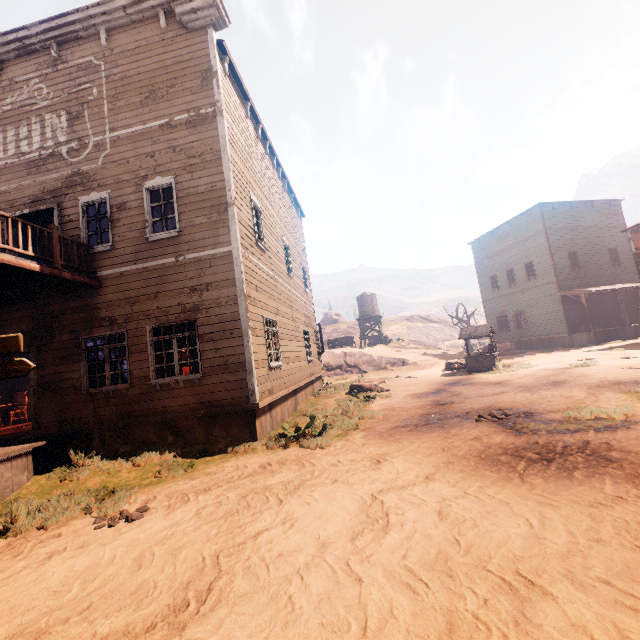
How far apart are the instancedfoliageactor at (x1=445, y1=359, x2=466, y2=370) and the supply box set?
21.0 meters

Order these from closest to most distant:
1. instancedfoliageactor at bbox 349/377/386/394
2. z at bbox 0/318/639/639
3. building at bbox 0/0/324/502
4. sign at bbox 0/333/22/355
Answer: z at bbox 0/318/639/639 < sign at bbox 0/333/22/355 < building at bbox 0/0/324/502 < instancedfoliageactor at bbox 349/377/386/394

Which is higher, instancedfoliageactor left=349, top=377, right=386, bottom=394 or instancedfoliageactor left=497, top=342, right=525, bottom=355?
instancedfoliageactor left=497, top=342, right=525, bottom=355

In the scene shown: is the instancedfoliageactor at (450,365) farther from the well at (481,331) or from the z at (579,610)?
the well at (481,331)

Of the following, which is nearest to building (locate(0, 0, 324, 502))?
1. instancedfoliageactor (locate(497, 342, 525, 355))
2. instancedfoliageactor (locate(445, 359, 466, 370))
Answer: instancedfoliageactor (locate(497, 342, 525, 355))

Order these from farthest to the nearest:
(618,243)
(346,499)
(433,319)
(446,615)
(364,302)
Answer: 1. (433,319)
2. (364,302)
3. (618,243)
4. (346,499)
5. (446,615)

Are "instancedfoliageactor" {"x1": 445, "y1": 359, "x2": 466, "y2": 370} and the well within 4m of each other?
yes

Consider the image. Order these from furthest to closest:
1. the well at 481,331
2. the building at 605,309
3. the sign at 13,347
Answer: the building at 605,309
the well at 481,331
the sign at 13,347
